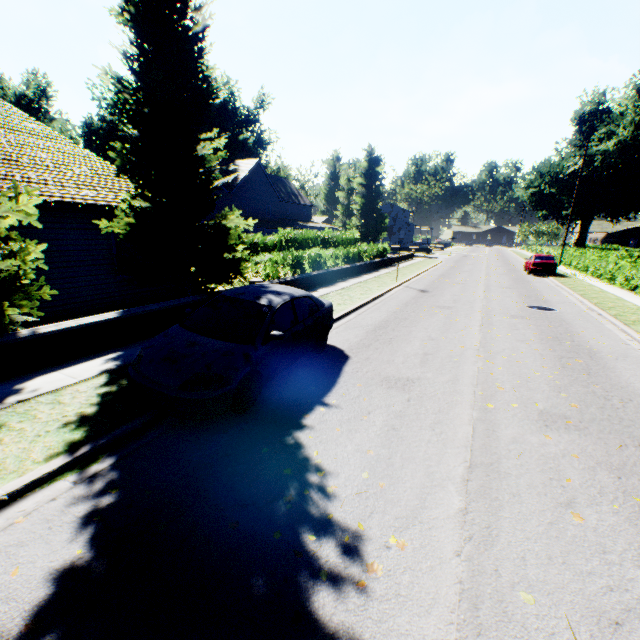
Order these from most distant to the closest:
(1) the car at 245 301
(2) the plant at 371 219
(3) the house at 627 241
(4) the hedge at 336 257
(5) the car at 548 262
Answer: (3) the house at 627 241 → (2) the plant at 371 219 → (5) the car at 548 262 → (4) the hedge at 336 257 → (1) the car at 245 301

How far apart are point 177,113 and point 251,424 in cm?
945

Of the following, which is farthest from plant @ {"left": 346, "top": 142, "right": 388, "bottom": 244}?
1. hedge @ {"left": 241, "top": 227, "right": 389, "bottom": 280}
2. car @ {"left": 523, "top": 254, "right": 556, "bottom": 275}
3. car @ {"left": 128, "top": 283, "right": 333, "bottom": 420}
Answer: car @ {"left": 128, "top": 283, "right": 333, "bottom": 420}

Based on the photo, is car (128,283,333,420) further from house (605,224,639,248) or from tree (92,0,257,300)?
house (605,224,639,248)

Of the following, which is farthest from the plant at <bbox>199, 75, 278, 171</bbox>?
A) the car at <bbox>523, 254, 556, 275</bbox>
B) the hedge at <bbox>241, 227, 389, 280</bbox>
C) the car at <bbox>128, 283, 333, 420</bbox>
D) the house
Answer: the car at <bbox>128, 283, 333, 420</bbox>

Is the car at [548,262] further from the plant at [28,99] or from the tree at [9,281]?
the plant at [28,99]

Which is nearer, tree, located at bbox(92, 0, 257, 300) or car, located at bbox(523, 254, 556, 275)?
tree, located at bbox(92, 0, 257, 300)

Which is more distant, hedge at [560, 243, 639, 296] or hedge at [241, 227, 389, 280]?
hedge at [560, 243, 639, 296]
